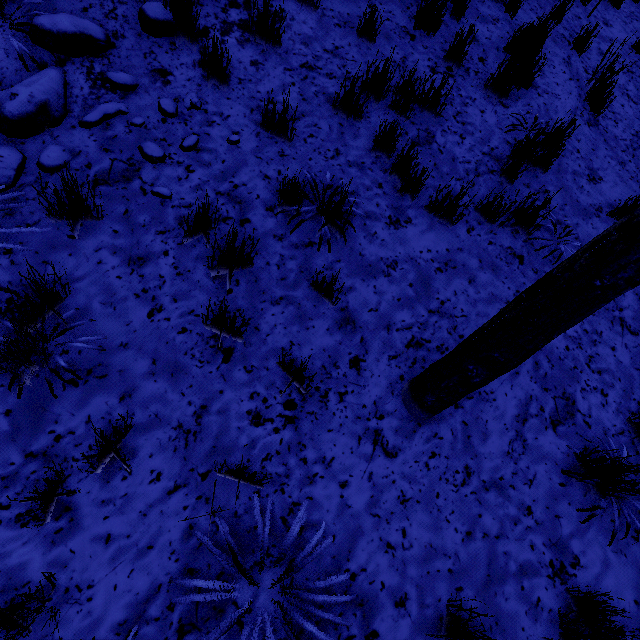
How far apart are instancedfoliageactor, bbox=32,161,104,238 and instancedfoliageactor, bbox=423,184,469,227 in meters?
2.9 m

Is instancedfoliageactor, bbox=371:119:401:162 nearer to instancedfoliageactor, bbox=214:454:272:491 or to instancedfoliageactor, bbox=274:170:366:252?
instancedfoliageactor, bbox=274:170:366:252

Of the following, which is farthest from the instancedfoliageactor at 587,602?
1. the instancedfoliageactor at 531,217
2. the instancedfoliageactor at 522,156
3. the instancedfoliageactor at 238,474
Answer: the instancedfoliageactor at 522,156

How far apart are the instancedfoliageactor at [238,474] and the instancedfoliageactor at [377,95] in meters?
3.2

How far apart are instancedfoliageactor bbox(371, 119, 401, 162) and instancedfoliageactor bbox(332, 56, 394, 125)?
0.3 meters

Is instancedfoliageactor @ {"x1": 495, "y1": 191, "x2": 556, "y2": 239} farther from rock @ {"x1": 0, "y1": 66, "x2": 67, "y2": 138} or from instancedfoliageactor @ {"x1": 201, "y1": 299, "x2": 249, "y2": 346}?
rock @ {"x1": 0, "y1": 66, "x2": 67, "y2": 138}

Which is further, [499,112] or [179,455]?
[499,112]

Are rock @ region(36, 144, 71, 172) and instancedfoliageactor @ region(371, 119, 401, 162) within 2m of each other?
no
